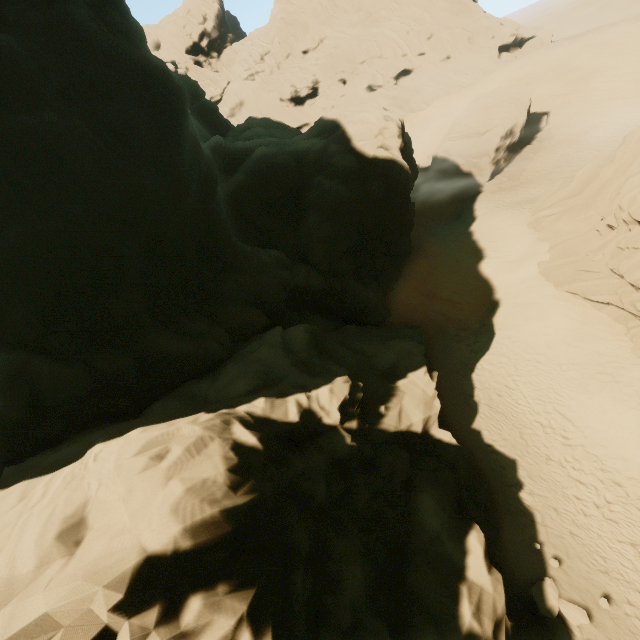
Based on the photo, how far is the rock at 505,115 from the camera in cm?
3080

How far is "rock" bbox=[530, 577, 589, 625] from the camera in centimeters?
998cm

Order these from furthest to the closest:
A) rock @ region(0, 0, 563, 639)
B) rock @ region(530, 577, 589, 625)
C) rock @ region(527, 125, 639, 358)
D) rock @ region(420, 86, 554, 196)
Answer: rock @ region(420, 86, 554, 196)
rock @ region(527, 125, 639, 358)
rock @ region(530, 577, 589, 625)
rock @ region(0, 0, 563, 639)

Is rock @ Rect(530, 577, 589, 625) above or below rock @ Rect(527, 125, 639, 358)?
below

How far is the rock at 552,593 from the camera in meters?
10.0 m

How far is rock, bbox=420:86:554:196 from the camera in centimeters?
3080cm

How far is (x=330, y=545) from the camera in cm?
839

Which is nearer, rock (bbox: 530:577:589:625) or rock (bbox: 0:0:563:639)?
rock (bbox: 0:0:563:639)
